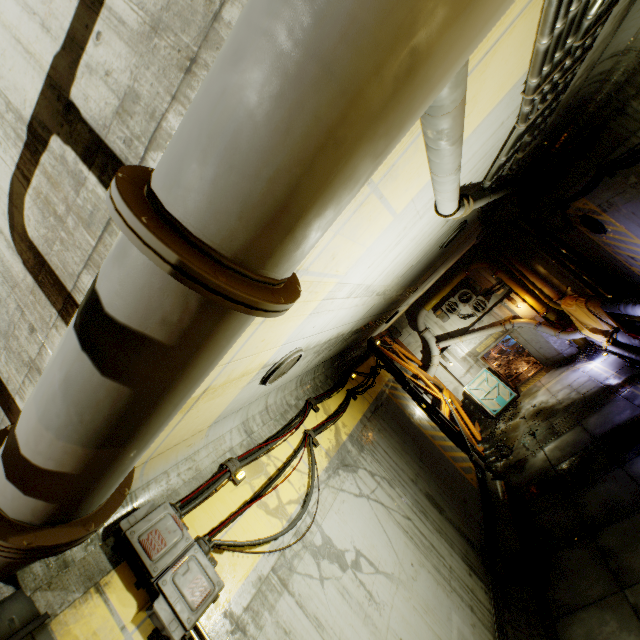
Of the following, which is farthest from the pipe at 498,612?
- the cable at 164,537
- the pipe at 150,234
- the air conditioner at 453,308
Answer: the air conditioner at 453,308

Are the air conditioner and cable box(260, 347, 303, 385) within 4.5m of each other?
no

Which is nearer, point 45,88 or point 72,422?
point 72,422

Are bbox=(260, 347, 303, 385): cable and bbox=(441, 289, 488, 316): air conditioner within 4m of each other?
no

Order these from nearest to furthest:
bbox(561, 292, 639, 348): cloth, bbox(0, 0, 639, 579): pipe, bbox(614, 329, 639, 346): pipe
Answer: bbox(0, 0, 639, 579): pipe
bbox(614, 329, 639, 346): pipe
bbox(561, 292, 639, 348): cloth

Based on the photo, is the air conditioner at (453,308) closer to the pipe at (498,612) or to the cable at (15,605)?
the cable at (15,605)

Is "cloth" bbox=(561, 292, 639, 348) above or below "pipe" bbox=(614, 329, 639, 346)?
Result: above

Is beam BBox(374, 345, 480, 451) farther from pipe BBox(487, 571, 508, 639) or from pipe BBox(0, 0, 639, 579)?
pipe BBox(487, 571, 508, 639)
